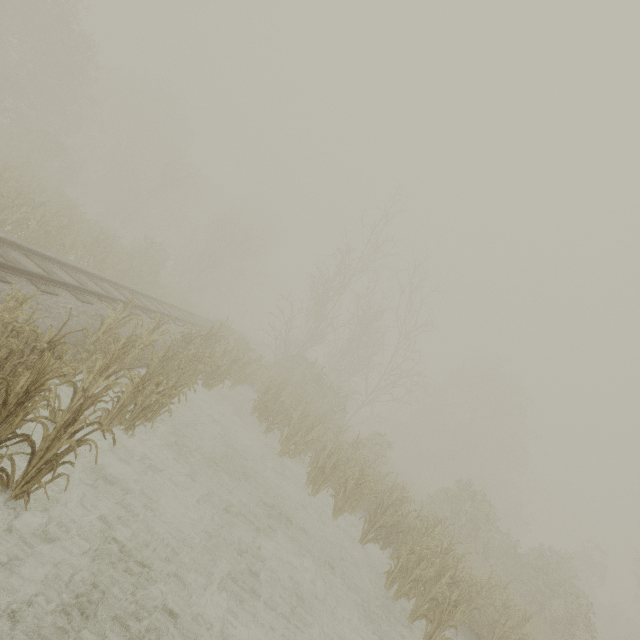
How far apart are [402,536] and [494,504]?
Answer: 40.6m
